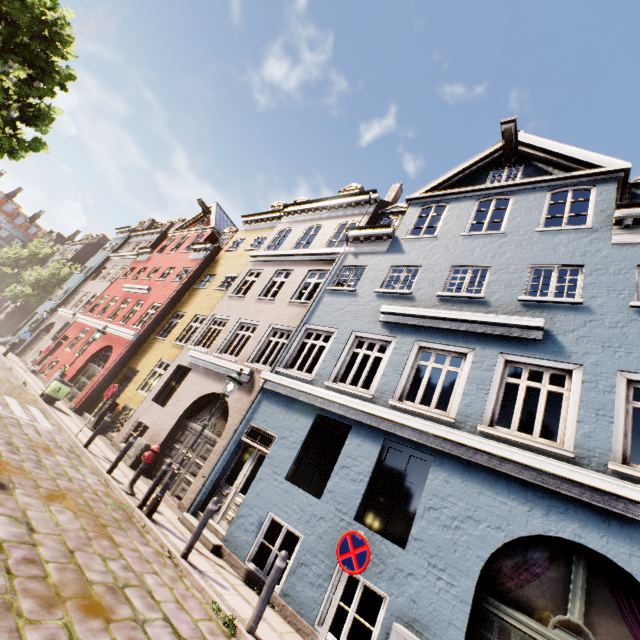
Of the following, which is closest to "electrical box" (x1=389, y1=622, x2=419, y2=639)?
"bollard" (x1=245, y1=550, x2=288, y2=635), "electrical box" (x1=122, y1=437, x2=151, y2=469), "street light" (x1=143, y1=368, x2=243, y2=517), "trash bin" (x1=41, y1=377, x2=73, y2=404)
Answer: "bollard" (x1=245, y1=550, x2=288, y2=635)

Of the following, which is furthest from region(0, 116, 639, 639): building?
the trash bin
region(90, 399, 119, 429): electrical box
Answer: the trash bin

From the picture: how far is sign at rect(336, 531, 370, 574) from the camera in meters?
4.7

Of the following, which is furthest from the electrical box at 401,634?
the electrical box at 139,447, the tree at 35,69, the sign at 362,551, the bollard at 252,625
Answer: the electrical box at 139,447

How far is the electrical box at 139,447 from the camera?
10.73m

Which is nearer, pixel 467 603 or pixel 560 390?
pixel 467 603

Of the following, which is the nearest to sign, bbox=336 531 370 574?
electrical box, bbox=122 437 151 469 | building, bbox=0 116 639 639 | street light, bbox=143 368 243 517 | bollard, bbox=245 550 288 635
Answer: bollard, bbox=245 550 288 635

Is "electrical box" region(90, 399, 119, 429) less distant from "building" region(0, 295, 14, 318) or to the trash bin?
"building" region(0, 295, 14, 318)
